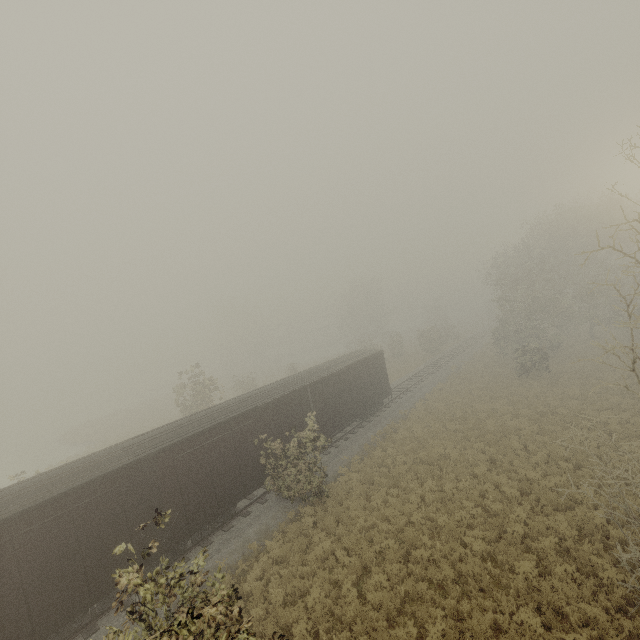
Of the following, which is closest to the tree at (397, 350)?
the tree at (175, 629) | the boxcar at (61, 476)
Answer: the boxcar at (61, 476)

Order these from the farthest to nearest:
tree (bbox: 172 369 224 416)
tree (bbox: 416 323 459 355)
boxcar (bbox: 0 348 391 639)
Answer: tree (bbox: 416 323 459 355) → tree (bbox: 172 369 224 416) → boxcar (bbox: 0 348 391 639)

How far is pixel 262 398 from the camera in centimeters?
1639cm

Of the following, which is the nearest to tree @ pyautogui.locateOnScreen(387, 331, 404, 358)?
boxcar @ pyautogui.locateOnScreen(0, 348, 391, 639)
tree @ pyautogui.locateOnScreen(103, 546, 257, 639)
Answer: boxcar @ pyautogui.locateOnScreen(0, 348, 391, 639)

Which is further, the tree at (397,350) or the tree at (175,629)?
the tree at (397,350)

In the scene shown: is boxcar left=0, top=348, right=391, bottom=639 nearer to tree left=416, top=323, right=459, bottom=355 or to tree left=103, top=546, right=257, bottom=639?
tree left=416, top=323, right=459, bottom=355

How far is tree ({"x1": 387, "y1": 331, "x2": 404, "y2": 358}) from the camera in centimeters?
4694cm
